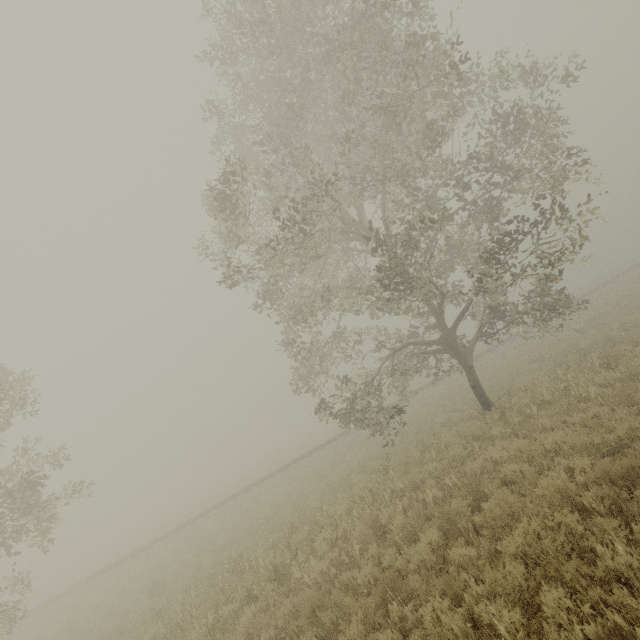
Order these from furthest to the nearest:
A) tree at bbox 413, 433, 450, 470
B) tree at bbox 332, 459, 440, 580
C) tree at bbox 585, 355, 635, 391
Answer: tree at bbox 413, 433, 450, 470
tree at bbox 585, 355, 635, 391
tree at bbox 332, 459, 440, 580

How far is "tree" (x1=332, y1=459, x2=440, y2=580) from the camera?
7.4m

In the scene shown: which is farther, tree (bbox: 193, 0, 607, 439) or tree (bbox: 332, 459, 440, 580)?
tree (bbox: 193, 0, 607, 439)

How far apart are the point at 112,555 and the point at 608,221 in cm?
4730

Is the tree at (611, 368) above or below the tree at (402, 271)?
below
